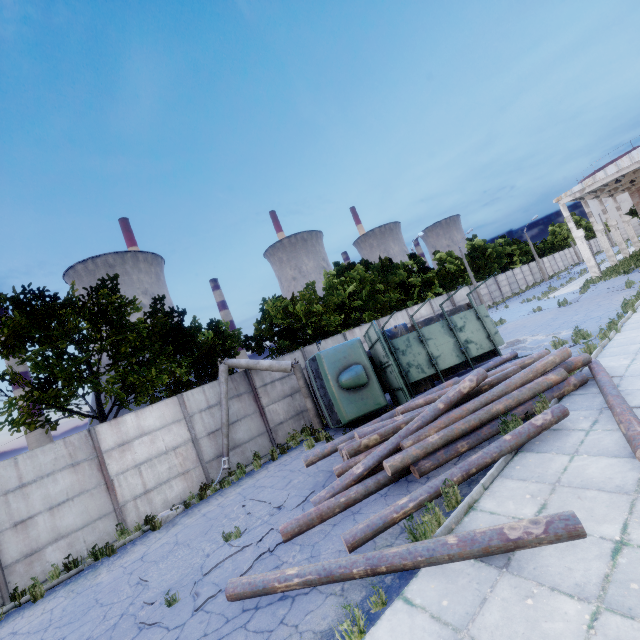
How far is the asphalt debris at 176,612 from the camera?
5.8 meters

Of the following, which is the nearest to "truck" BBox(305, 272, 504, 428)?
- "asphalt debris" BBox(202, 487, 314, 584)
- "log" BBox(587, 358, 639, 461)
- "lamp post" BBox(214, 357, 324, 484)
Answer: "lamp post" BBox(214, 357, 324, 484)

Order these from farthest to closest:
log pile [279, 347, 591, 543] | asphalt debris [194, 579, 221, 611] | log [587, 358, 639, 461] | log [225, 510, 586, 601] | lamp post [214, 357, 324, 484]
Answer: lamp post [214, 357, 324, 484] → log pile [279, 347, 591, 543] → asphalt debris [194, 579, 221, 611] → log [587, 358, 639, 461] → log [225, 510, 586, 601]

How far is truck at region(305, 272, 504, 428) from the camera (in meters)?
11.62

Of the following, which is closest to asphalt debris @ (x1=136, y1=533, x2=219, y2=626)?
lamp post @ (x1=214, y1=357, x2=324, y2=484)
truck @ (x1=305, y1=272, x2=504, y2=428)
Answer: lamp post @ (x1=214, y1=357, x2=324, y2=484)

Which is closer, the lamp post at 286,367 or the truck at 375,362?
the truck at 375,362

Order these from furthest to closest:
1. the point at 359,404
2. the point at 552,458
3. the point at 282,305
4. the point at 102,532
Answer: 1. the point at 282,305
2. the point at 359,404
3. the point at 102,532
4. the point at 552,458
